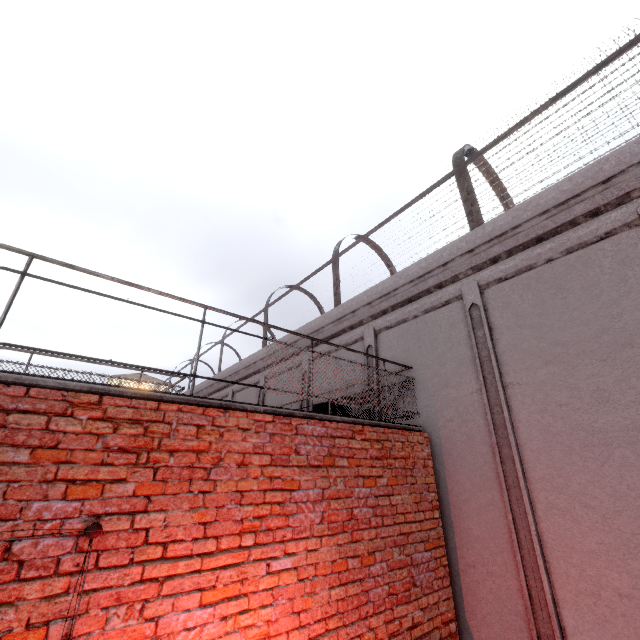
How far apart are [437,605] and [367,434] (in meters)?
2.25

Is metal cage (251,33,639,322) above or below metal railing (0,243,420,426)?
above

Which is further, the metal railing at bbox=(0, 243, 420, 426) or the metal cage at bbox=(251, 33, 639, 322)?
the metal cage at bbox=(251, 33, 639, 322)

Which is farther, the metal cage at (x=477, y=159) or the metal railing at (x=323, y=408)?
the metal cage at (x=477, y=159)

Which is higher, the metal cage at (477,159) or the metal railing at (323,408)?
the metal cage at (477,159)
